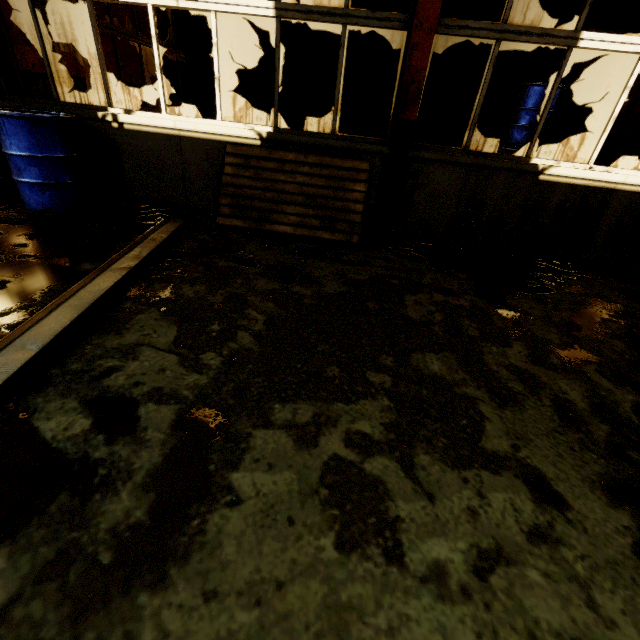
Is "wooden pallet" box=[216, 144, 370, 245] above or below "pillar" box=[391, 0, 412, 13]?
below

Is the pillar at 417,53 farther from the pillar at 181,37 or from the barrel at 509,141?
the pillar at 181,37

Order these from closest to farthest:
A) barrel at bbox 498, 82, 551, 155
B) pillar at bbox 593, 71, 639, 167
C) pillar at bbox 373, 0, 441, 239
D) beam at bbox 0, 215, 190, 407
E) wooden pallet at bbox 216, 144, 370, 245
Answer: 1. beam at bbox 0, 215, 190, 407
2. pillar at bbox 373, 0, 441, 239
3. wooden pallet at bbox 216, 144, 370, 245
4. barrel at bbox 498, 82, 551, 155
5. pillar at bbox 593, 71, 639, 167

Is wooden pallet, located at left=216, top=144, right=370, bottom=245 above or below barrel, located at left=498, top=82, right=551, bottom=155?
below

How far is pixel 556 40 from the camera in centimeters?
308cm

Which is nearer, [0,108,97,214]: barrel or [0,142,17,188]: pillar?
[0,108,97,214]: barrel

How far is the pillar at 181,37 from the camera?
7.00m

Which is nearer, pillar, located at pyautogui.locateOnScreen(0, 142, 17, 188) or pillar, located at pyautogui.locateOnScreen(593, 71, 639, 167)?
pillar, located at pyautogui.locateOnScreen(0, 142, 17, 188)
